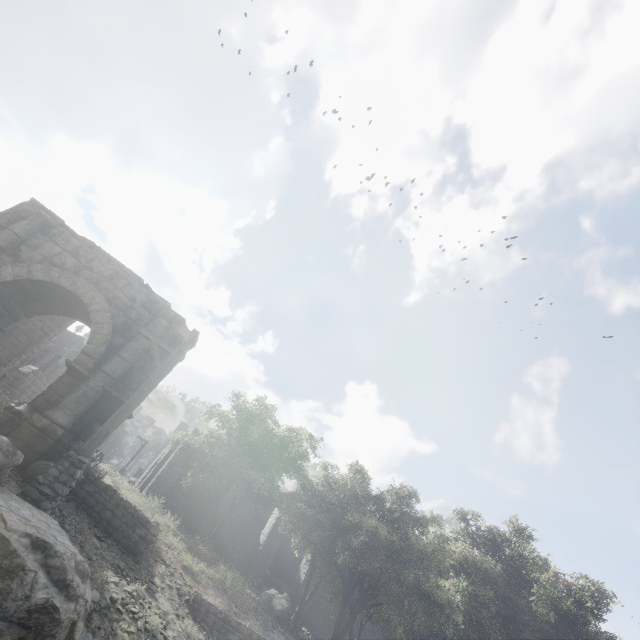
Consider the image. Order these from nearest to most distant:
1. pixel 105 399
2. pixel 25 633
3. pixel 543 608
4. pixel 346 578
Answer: pixel 25 633
pixel 105 399
pixel 543 608
pixel 346 578

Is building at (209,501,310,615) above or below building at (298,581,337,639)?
above

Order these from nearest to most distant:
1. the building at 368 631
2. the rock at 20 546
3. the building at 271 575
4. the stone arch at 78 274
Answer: the rock at 20 546, the stone arch at 78 274, the building at 271 575, the building at 368 631

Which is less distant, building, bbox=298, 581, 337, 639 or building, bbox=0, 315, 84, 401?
building, bbox=0, 315, 84, 401

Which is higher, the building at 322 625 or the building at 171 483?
the building at 171 483

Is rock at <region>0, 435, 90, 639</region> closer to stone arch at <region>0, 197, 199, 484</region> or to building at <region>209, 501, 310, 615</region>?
stone arch at <region>0, 197, 199, 484</region>

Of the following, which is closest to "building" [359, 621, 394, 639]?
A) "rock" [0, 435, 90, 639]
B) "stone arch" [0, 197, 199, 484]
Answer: "stone arch" [0, 197, 199, 484]

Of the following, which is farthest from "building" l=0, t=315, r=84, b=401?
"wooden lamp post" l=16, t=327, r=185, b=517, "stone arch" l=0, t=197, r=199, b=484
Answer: "wooden lamp post" l=16, t=327, r=185, b=517
